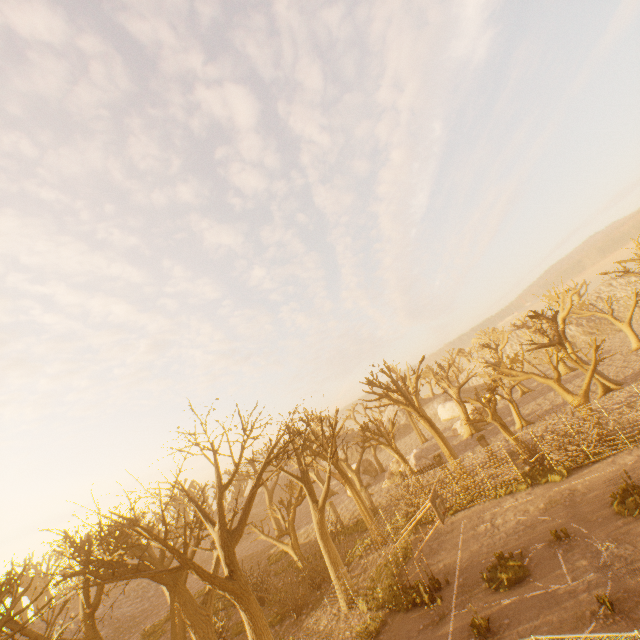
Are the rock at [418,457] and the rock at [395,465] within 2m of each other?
yes

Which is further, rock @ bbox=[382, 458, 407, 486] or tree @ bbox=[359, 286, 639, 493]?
rock @ bbox=[382, 458, 407, 486]

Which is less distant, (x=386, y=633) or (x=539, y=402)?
(x=386, y=633)

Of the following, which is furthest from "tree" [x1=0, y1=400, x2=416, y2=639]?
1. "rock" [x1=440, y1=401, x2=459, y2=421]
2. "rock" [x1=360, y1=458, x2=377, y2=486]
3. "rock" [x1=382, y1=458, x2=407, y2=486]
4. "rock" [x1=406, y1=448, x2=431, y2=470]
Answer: "rock" [x1=440, y1=401, x2=459, y2=421]

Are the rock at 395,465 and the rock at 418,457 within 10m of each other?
yes

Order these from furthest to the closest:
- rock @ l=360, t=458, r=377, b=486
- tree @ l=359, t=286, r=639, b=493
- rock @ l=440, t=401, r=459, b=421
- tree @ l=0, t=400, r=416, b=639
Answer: rock @ l=440, t=401, r=459, b=421 < rock @ l=360, t=458, r=377, b=486 < tree @ l=359, t=286, r=639, b=493 < tree @ l=0, t=400, r=416, b=639

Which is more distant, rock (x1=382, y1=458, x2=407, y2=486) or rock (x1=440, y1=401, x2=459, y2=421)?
rock (x1=440, y1=401, x2=459, y2=421)

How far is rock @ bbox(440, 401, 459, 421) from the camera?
57.5m
